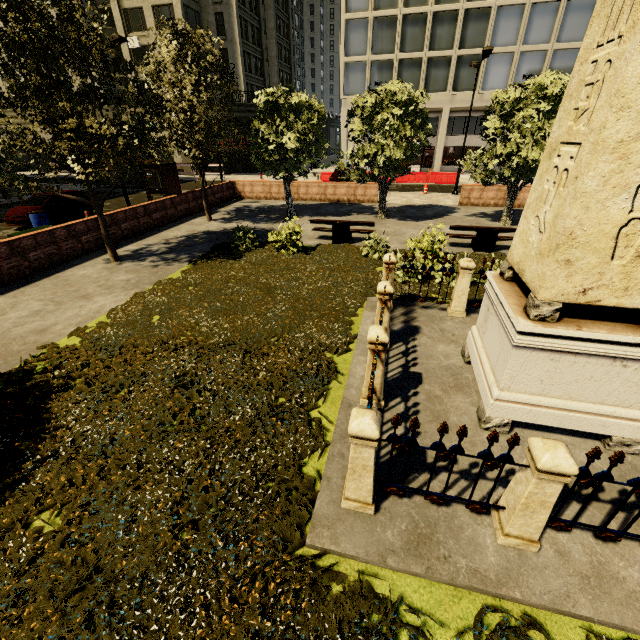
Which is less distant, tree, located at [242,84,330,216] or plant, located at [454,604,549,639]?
plant, located at [454,604,549,639]

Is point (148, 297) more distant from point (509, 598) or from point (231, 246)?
point (509, 598)

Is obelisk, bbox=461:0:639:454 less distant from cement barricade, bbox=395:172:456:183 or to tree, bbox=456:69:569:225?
tree, bbox=456:69:569:225

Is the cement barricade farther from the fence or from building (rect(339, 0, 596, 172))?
the fence

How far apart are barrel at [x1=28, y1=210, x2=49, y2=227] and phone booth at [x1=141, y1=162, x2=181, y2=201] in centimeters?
446cm

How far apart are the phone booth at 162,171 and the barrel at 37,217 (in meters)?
4.46

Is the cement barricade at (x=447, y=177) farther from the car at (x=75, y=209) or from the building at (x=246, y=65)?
the car at (x=75, y=209)

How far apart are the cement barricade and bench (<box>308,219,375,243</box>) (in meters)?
19.00
